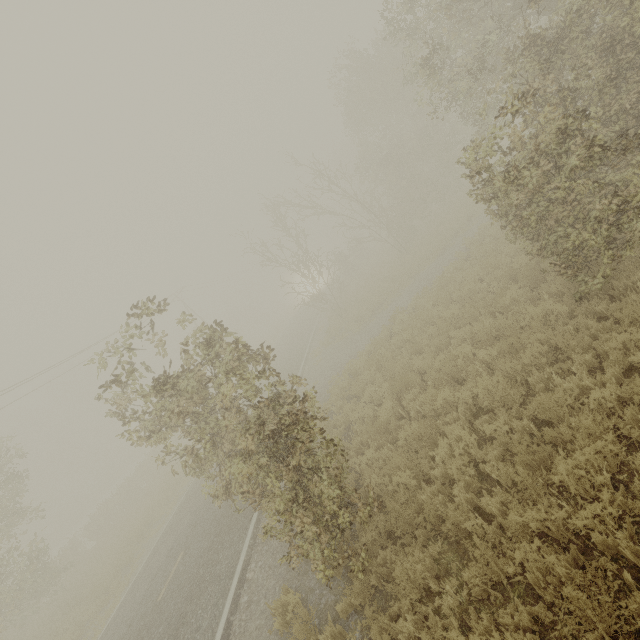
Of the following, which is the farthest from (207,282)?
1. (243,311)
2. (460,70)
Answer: (460,70)

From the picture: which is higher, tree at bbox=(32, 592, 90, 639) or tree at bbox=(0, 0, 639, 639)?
tree at bbox=(0, 0, 639, 639)

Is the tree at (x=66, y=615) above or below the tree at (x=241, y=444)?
below

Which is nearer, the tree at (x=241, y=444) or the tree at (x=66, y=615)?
the tree at (x=241, y=444)

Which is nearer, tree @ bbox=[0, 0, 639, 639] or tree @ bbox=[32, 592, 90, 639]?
tree @ bbox=[0, 0, 639, 639]
